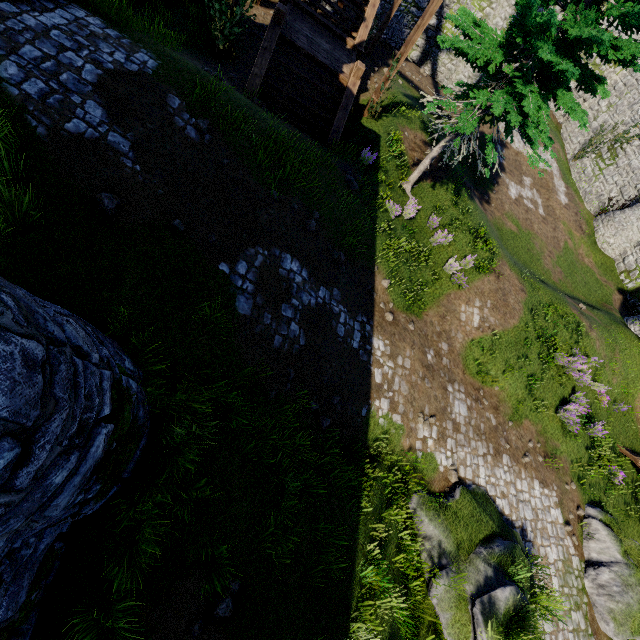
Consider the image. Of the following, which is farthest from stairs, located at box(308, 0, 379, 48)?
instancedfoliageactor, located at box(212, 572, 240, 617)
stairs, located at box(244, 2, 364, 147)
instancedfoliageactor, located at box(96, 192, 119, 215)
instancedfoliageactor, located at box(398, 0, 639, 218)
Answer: instancedfoliageactor, located at box(212, 572, 240, 617)

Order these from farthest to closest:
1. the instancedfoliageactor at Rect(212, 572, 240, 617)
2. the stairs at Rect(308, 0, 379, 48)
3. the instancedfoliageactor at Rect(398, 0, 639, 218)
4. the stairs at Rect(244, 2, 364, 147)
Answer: the stairs at Rect(308, 0, 379, 48) < the stairs at Rect(244, 2, 364, 147) < the instancedfoliageactor at Rect(398, 0, 639, 218) < the instancedfoliageactor at Rect(212, 572, 240, 617)

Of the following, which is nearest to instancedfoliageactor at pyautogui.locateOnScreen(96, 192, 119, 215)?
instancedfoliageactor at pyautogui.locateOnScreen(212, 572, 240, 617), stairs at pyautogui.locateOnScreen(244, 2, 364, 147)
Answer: instancedfoliageactor at pyautogui.locateOnScreen(212, 572, 240, 617)

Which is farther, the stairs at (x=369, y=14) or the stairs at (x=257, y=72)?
the stairs at (x=369, y=14)

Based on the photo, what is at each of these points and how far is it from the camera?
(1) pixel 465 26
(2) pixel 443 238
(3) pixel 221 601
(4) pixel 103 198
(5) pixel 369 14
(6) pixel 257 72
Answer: (1) instancedfoliageactor, 9.3 meters
(2) instancedfoliageactor, 12.7 meters
(3) instancedfoliageactor, 4.8 meters
(4) instancedfoliageactor, 5.2 meters
(5) stairs, 12.8 meters
(6) stairs, 10.1 meters

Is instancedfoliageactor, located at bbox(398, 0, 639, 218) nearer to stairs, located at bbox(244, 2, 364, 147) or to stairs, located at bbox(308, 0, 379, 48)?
stairs, located at bbox(244, 2, 364, 147)

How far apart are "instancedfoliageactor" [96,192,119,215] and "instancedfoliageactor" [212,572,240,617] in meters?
6.0 m

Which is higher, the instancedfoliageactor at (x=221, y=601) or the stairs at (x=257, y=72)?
the stairs at (x=257, y=72)
